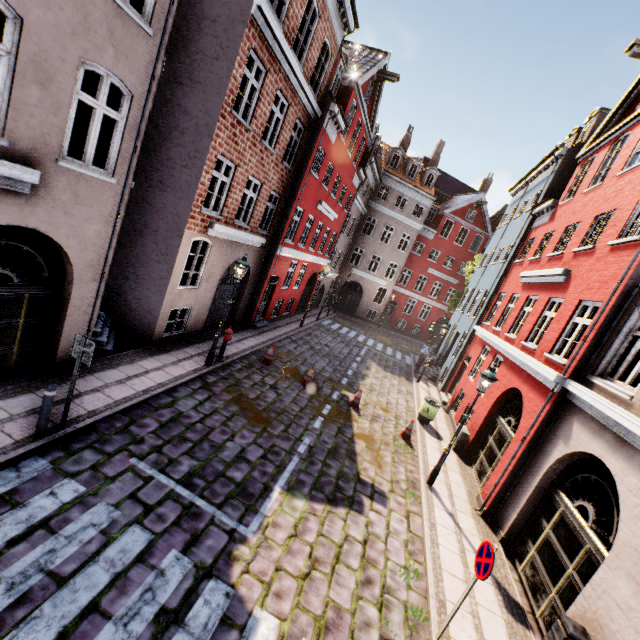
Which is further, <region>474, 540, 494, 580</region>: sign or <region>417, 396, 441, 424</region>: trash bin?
<region>417, 396, 441, 424</region>: trash bin

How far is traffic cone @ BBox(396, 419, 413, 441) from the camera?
11.66m

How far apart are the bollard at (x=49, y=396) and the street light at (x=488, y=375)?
9.27m

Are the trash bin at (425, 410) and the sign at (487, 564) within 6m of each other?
no

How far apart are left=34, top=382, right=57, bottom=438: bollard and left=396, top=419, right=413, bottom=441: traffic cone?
10.1 meters

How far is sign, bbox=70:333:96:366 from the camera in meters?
5.9

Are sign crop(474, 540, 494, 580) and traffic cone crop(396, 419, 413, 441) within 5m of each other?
no

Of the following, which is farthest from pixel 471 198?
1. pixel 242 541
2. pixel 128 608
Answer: pixel 128 608
